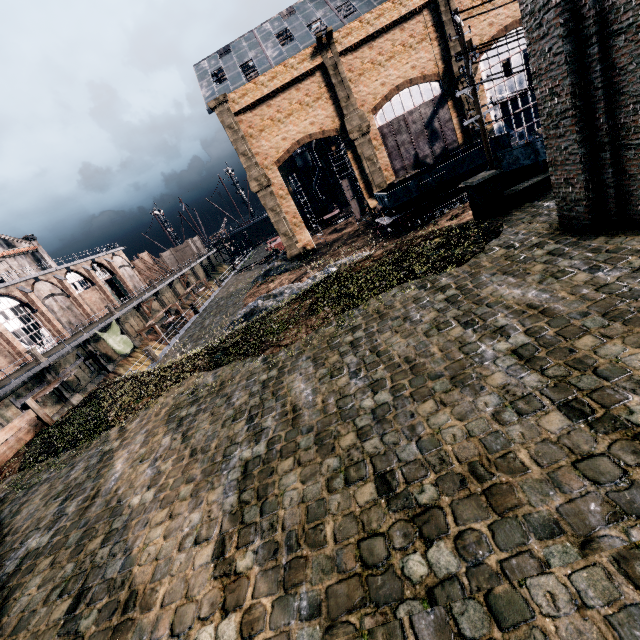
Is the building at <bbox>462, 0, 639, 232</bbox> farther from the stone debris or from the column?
the stone debris

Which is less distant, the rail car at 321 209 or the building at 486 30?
the building at 486 30

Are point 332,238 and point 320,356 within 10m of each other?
no

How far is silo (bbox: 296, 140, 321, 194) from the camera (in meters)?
56.53

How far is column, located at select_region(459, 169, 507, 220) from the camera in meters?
12.9 m

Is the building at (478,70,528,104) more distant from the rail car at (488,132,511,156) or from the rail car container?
the rail car at (488,132,511,156)

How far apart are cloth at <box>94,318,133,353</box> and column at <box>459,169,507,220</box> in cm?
3816

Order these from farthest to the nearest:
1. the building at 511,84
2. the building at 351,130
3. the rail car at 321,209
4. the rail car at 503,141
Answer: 1. the rail car at 321,209
2. the building at 511,84
3. the building at 351,130
4. the rail car at 503,141
